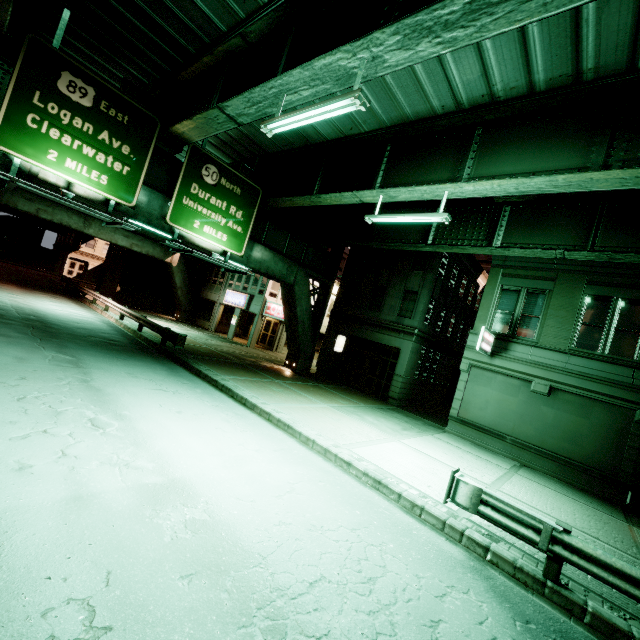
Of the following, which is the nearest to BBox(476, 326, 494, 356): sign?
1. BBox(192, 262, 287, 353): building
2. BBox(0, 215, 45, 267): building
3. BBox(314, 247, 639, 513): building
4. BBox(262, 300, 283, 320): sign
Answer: BBox(314, 247, 639, 513): building

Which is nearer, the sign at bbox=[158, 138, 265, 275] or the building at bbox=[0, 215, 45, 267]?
the sign at bbox=[158, 138, 265, 275]

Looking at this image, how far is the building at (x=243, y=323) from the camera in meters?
29.0

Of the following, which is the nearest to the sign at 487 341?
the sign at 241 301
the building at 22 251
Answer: the sign at 241 301

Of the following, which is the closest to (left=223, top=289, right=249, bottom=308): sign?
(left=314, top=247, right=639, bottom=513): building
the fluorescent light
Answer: (left=314, top=247, right=639, bottom=513): building

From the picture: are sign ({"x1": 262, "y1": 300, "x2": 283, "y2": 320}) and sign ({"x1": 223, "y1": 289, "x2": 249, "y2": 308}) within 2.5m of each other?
yes

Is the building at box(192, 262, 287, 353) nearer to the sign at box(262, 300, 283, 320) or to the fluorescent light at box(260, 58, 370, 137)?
the sign at box(262, 300, 283, 320)

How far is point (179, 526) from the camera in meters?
4.7
